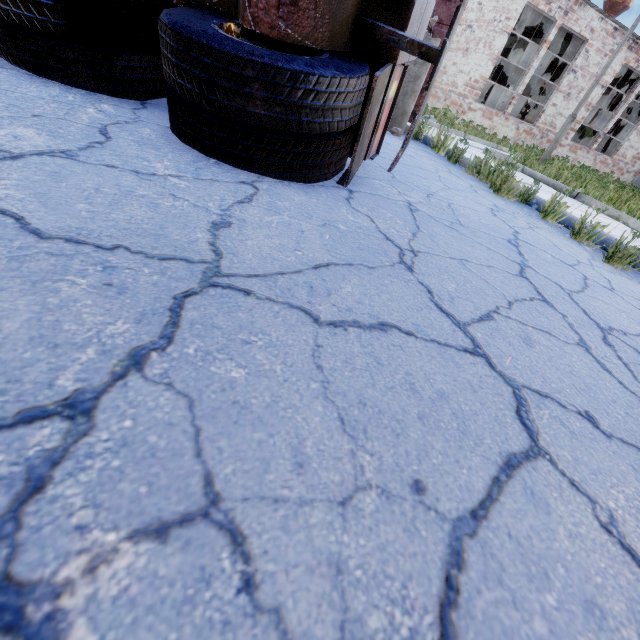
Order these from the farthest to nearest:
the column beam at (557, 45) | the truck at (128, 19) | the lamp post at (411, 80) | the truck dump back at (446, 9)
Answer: the column beam at (557, 45) < the truck dump back at (446, 9) < the lamp post at (411, 80) < the truck at (128, 19)

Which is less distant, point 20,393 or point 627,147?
point 20,393

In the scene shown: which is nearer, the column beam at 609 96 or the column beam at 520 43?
the column beam at 520 43

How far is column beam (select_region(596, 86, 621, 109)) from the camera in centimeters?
1794cm

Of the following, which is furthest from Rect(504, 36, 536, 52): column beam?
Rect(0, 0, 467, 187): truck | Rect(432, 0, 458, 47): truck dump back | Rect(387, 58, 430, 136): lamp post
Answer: Rect(0, 0, 467, 187): truck

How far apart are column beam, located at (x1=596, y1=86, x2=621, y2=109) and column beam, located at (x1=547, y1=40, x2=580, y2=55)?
5.3m

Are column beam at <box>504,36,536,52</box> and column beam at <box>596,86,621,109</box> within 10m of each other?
yes

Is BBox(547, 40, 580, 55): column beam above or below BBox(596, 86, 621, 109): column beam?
above
